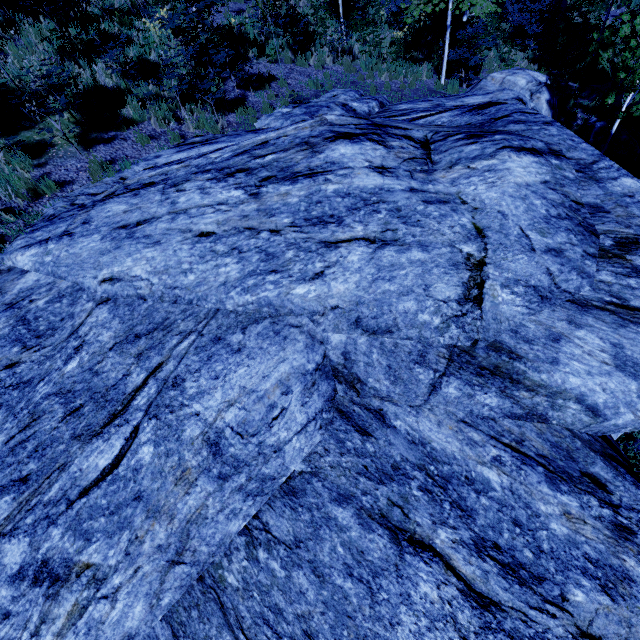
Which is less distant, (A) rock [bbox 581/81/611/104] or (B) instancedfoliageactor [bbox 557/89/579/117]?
(B) instancedfoliageactor [bbox 557/89/579/117]

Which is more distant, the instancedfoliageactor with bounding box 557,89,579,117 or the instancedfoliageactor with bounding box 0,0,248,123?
the instancedfoliageactor with bounding box 557,89,579,117

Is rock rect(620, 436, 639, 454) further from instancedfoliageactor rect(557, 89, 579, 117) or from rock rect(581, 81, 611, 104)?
rock rect(581, 81, 611, 104)

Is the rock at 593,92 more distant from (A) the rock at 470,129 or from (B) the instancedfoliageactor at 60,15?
(A) the rock at 470,129

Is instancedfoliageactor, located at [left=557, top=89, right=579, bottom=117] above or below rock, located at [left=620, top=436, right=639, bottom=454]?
below

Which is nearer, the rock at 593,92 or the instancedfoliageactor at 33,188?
the instancedfoliageactor at 33,188

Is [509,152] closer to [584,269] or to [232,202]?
[584,269]

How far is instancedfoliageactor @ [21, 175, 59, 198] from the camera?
6.1m
